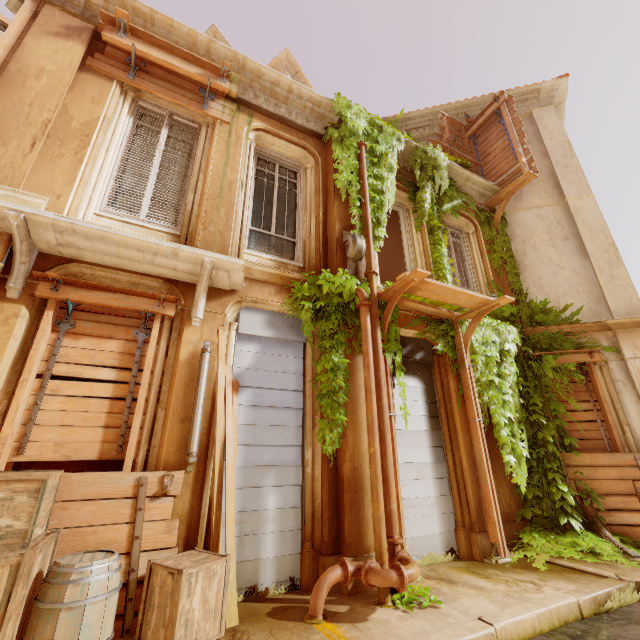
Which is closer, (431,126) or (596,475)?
(596,475)

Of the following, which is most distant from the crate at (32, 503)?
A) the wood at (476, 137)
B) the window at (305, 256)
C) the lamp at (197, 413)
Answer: the wood at (476, 137)

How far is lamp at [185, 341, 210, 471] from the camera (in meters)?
3.93

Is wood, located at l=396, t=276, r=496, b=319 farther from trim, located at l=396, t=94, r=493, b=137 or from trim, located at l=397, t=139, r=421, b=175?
trim, located at l=396, t=94, r=493, b=137

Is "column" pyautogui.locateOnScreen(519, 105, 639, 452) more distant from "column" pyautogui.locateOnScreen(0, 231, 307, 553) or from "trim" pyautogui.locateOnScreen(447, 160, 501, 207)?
"column" pyautogui.locateOnScreen(0, 231, 307, 553)

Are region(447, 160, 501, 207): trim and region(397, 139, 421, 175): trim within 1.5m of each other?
yes

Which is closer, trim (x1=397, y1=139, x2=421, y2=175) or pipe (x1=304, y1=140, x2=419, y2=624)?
pipe (x1=304, y1=140, x2=419, y2=624)

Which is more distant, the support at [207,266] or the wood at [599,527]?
the wood at [599,527]
